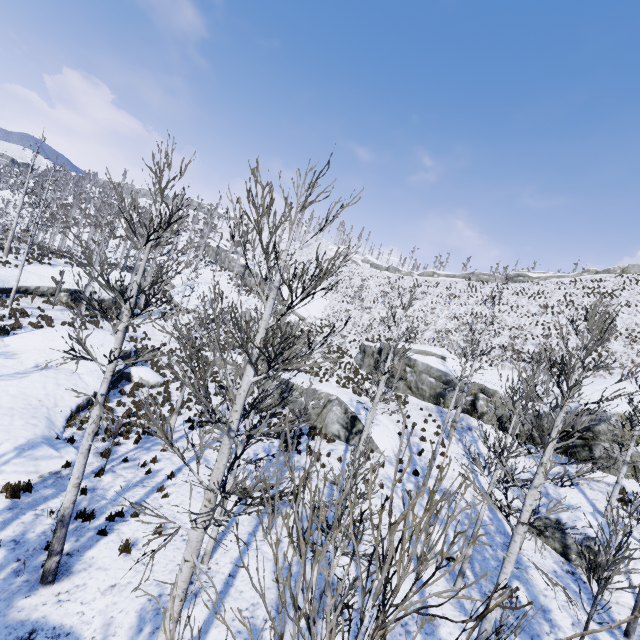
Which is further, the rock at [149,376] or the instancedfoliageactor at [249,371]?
the rock at [149,376]

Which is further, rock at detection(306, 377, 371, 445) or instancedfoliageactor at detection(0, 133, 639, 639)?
rock at detection(306, 377, 371, 445)

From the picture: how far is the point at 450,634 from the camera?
8.50m

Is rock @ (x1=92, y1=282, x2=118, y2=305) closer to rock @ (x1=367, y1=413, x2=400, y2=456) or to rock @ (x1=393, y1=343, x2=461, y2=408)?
rock @ (x1=367, y1=413, x2=400, y2=456)

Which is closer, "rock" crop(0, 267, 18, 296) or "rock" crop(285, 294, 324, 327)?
A: "rock" crop(0, 267, 18, 296)

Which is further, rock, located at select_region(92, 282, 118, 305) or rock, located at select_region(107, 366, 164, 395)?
rock, located at select_region(92, 282, 118, 305)

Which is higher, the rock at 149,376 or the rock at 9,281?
the rock at 9,281

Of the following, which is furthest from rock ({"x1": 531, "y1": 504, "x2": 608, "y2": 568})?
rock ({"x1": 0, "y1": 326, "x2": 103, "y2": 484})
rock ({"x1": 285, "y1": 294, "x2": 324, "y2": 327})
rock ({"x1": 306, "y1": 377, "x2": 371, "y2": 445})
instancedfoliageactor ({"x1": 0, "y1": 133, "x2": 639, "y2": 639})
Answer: rock ({"x1": 285, "y1": 294, "x2": 324, "y2": 327})
